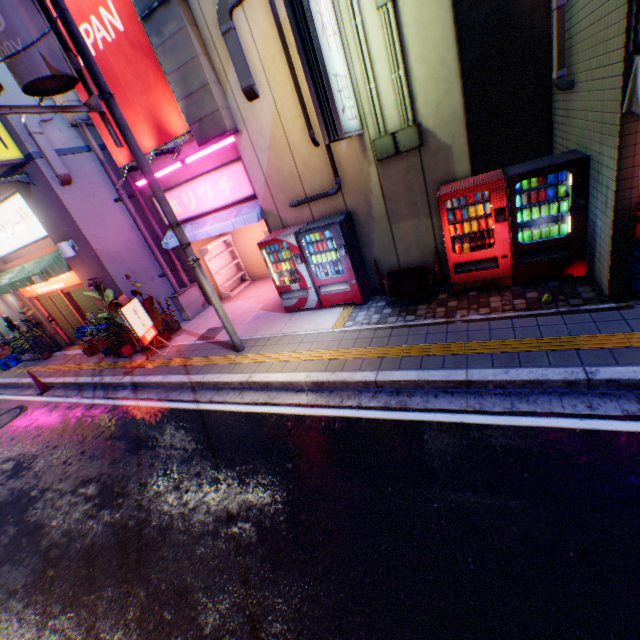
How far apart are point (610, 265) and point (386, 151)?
4.3 meters

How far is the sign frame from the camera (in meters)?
8.26

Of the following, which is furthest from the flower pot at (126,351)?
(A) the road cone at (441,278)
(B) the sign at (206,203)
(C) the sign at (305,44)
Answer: (A) the road cone at (441,278)

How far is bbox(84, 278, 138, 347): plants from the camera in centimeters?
927cm

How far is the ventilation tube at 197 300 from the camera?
11.0 meters

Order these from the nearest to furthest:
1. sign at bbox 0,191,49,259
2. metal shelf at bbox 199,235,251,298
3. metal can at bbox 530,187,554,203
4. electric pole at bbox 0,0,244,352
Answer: electric pole at bbox 0,0,244,352 → metal can at bbox 530,187,554,203 → sign at bbox 0,191,49,259 → metal shelf at bbox 199,235,251,298

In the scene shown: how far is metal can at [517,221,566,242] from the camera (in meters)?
5.71

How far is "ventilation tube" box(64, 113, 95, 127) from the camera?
8.6m
